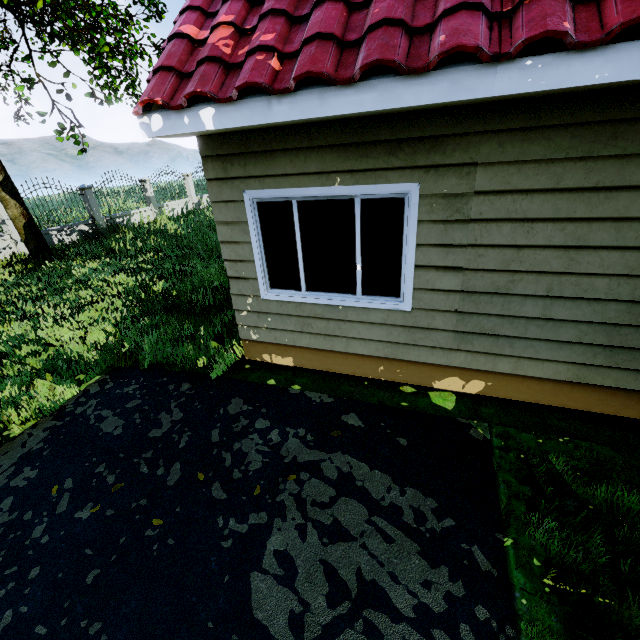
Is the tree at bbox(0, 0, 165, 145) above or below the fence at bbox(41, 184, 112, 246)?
above

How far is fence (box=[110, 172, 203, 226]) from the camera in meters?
15.6

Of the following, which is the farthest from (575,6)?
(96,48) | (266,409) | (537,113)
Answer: (96,48)

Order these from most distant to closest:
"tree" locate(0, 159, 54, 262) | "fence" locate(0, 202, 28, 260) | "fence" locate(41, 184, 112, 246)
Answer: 1. "fence" locate(41, 184, 112, 246)
2. "fence" locate(0, 202, 28, 260)
3. "tree" locate(0, 159, 54, 262)

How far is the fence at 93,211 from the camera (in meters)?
12.66

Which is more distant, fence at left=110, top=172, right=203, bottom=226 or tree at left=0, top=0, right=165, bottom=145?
fence at left=110, top=172, right=203, bottom=226

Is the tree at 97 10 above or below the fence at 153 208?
above
